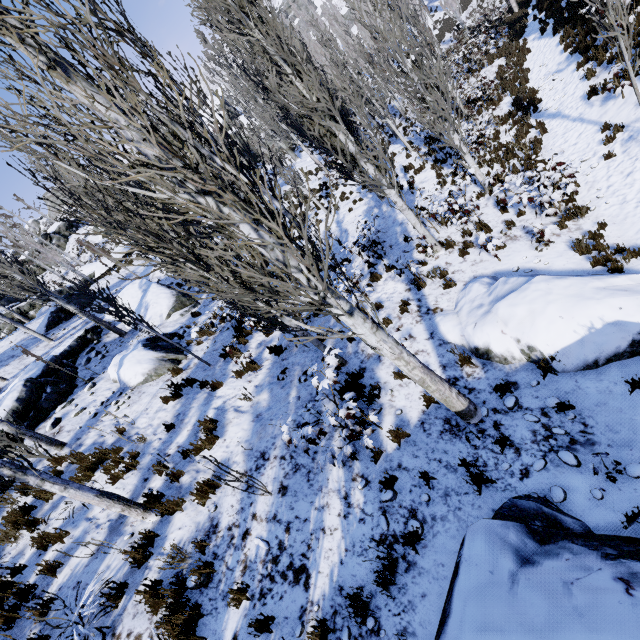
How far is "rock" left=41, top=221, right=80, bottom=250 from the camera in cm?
4528

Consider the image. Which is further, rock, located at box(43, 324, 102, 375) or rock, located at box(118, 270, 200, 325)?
rock, located at box(118, 270, 200, 325)

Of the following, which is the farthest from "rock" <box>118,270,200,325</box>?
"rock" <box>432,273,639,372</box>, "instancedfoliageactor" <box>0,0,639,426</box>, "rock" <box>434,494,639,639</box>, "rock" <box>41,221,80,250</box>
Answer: "rock" <box>41,221,80,250</box>

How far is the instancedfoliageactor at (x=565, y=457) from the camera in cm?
434

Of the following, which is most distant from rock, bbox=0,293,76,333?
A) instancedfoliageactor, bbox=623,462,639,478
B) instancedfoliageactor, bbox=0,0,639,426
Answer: instancedfoliageactor, bbox=623,462,639,478

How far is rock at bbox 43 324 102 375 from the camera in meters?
12.2

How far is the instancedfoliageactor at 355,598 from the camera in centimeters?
396cm

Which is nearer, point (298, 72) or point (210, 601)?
point (210, 601)
